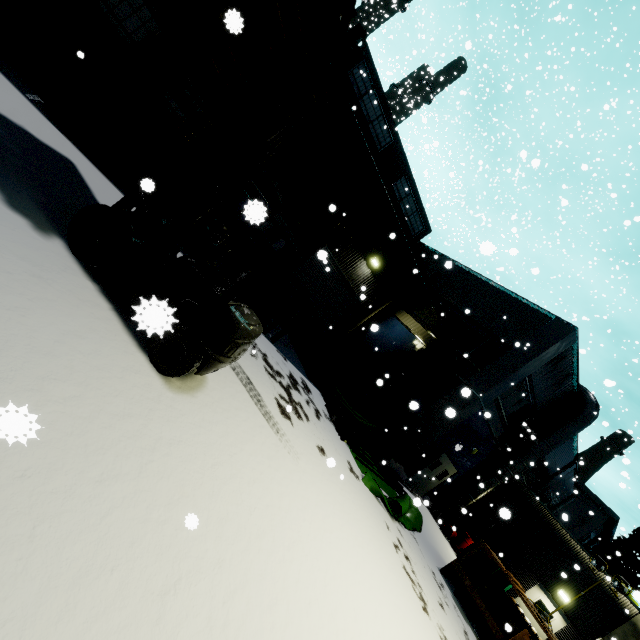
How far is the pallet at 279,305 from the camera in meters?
9.5

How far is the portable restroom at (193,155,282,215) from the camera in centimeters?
798cm

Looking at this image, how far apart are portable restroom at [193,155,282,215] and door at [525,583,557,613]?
20.1m

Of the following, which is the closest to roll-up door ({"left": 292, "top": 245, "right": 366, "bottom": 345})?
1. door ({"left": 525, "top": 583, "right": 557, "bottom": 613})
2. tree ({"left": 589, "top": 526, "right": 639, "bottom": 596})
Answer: door ({"left": 525, "top": 583, "right": 557, "bottom": 613})

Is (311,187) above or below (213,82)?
above

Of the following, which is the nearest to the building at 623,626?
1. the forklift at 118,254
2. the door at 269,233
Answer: the door at 269,233

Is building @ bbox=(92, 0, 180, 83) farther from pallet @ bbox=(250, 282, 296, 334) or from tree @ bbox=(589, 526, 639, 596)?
pallet @ bbox=(250, 282, 296, 334)

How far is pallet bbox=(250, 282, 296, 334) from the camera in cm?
951
